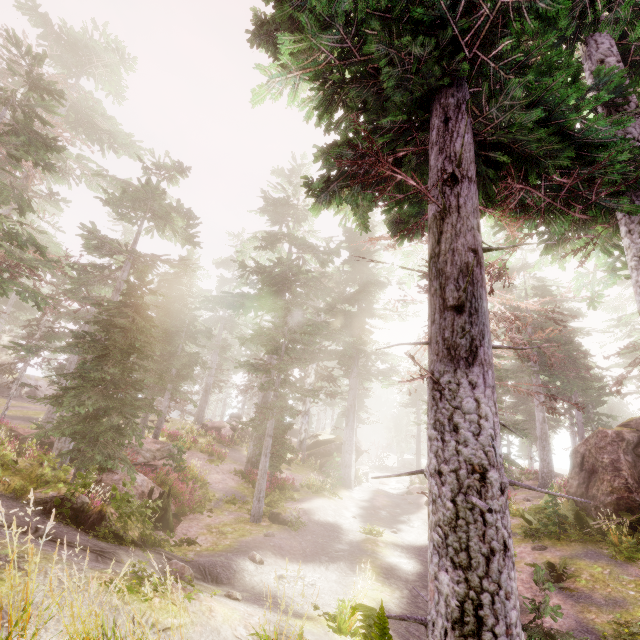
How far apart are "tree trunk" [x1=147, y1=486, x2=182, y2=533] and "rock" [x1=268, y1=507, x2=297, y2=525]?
3.5 meters

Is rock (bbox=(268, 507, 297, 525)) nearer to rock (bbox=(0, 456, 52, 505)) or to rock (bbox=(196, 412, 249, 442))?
rock (bbox=(0, 456, 52, 505))

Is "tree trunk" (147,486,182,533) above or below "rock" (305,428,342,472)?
below

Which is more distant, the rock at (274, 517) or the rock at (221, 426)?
the rock at (221, 426)

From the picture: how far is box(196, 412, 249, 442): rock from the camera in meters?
27.5

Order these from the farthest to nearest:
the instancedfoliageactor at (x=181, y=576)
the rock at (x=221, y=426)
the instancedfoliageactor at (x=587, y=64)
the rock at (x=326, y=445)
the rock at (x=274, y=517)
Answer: the rock at (x=326, y=445), the rock at (x=221, y=426), the rock at (x=274, y=517), the instancedfoliageactor at (x=587, y=64), the instancedfoliageactor at (x=181, y=576)

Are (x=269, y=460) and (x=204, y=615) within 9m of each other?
no

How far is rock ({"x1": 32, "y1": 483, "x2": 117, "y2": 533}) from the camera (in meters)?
7.14
